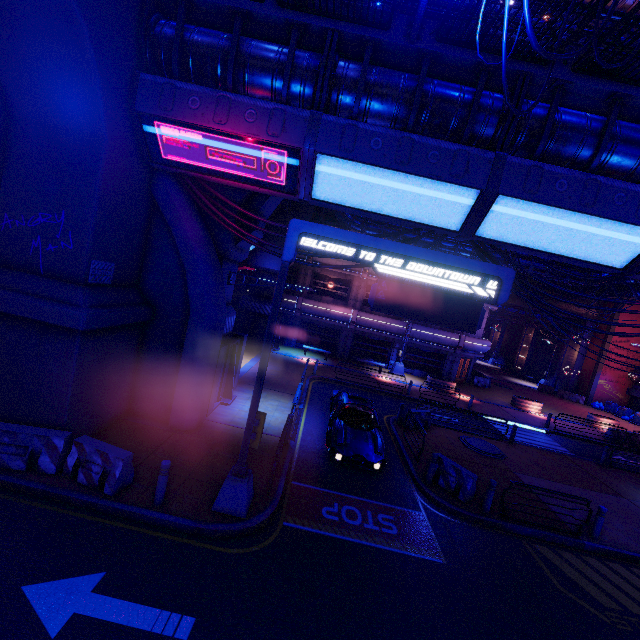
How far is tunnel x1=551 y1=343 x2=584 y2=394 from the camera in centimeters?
3731cm

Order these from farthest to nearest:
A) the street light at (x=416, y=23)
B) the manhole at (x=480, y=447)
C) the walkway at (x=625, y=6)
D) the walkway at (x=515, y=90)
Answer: the walkway at (x=625, y=6)
the manhole at (x=480, y=447)
the walkway at (x=515, y=90)
the street light at (x=416, y=23)

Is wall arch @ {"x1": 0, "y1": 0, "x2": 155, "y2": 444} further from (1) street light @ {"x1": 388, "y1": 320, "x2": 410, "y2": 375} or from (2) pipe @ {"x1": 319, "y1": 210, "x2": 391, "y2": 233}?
(1) street light @ {"x1": 388, "y1": 320, "x2": 410, "y2": 375}

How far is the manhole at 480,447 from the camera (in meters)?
15.02

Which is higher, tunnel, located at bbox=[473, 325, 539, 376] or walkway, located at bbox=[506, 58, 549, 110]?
walkway, located at bbox=[506, 58, 549, 110]

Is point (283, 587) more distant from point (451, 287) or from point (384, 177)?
point (384, 177)

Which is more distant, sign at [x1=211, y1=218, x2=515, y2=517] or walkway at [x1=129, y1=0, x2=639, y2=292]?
walkway at [x1=129, y1=0, x2=639, y2=292]

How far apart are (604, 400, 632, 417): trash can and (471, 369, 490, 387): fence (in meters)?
12.86
